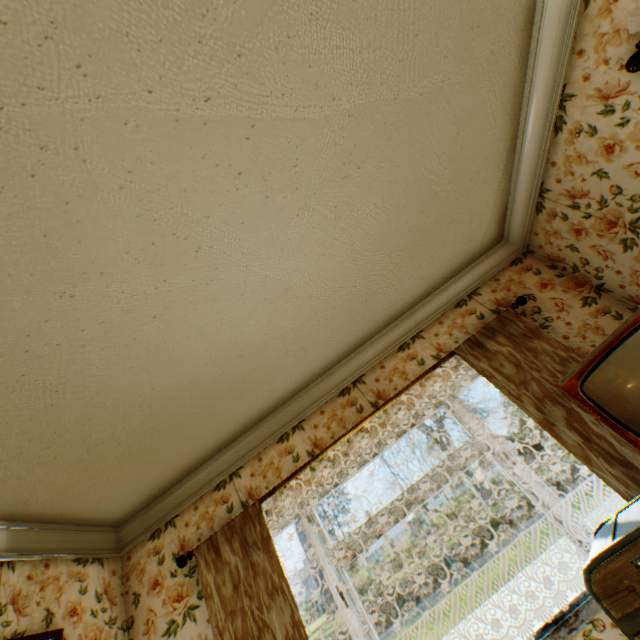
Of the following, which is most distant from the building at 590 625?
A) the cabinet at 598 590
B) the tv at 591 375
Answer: the tv at 591 375

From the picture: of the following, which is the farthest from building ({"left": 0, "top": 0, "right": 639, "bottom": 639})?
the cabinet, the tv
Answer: the tv

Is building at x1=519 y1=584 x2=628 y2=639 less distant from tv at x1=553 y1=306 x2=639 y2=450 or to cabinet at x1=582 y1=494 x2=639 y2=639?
cabinet at x1=582 y1=494 x2=639 y2=639

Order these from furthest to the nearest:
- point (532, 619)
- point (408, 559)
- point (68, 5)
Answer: A:
point (408, 559)
point (532, 619)
point (68, 5)

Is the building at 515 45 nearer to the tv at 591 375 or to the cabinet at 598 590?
the cabinet at 598 590

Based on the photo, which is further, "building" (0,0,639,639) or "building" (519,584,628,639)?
"building" (519,584,628,639)
